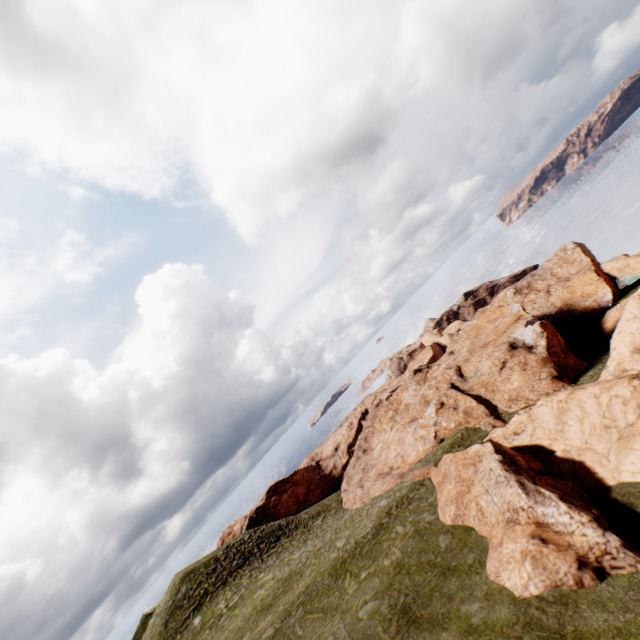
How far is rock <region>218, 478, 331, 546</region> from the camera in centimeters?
5184cm

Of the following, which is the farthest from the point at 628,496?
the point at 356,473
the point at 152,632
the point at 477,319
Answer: the point at 152,632

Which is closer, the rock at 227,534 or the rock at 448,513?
the rock at 448,513

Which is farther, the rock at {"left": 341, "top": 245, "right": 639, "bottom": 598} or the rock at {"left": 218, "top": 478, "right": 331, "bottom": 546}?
Result: the rock at {"left": 218, "top": 478, "right": 331, "bottom": 546}

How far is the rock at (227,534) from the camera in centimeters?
5184cm
